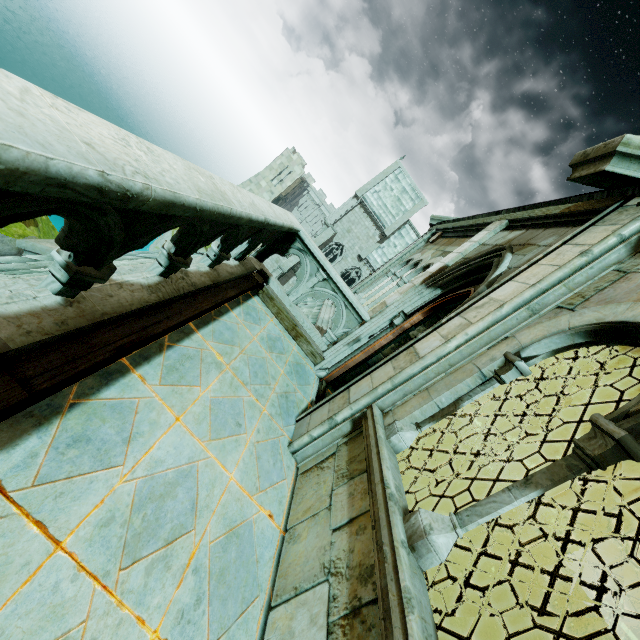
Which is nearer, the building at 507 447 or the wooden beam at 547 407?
the wooden beam at 547 407

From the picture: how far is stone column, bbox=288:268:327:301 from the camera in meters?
5.5 m

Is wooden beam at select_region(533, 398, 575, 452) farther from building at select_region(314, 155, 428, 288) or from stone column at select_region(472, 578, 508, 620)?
stone column at select_region(472, 578, 508, 620)

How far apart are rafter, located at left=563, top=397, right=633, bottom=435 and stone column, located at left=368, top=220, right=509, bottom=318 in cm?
718

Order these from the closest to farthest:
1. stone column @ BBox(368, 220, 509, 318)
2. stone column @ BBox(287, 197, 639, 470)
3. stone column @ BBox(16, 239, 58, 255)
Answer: stone column @ BBox(287, 197, 639, 470)
stone column @ BBox(16, 239, 58, 255)
stone column @ BBox(368, 220, 509, 318)

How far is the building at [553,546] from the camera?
→ 11.8m

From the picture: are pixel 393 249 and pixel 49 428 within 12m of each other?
no

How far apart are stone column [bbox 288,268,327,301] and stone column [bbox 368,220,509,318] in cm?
101
